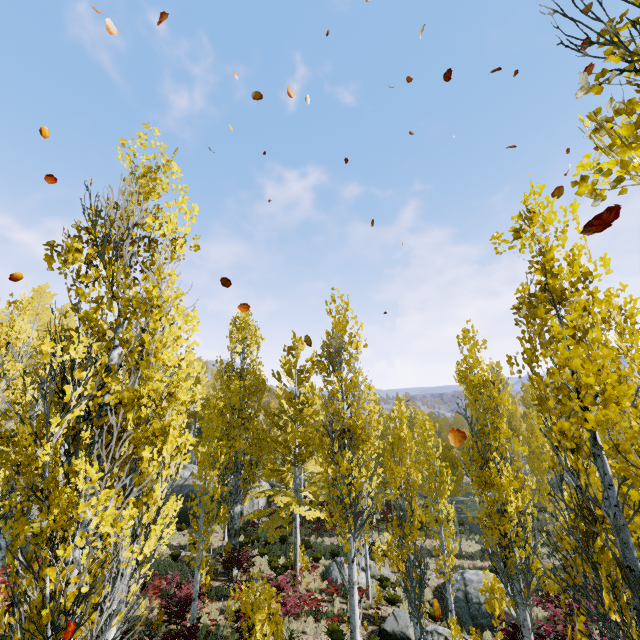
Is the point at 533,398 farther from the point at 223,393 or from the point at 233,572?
the point at 233,572

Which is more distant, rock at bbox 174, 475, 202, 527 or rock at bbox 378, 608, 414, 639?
rock at bbox 174, 475, 202, 527

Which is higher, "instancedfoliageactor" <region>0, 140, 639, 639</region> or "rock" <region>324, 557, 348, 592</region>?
"instancedfoliageactor" <region>0, 140, 639, 639</region>

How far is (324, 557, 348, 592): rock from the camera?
15.84m

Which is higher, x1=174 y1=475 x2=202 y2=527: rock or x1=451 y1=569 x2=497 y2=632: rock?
x1=174 y1=475 x2=202 y2=527: rock

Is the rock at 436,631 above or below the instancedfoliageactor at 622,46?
below

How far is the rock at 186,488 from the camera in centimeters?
2282cm

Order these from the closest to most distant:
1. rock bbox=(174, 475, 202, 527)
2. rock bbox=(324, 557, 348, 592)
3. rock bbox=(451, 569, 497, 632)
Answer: rock bbox=(451, 569, 497, 632), rock bbox=(324, 557, 348, 592), rock bbox=(174, 475, 202, 527)
